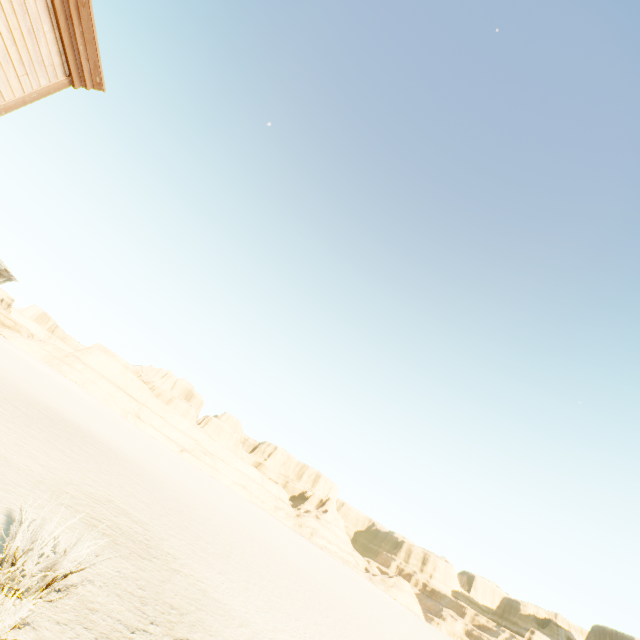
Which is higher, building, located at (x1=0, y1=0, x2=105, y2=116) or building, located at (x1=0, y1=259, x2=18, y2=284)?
building, located at (x1=0, y1=0, x2=105, y2=116)

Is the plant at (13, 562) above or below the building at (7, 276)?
below

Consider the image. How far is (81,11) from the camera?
5.00m

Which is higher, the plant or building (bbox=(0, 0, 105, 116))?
building (bbox=(0, 0, 105, 116))
